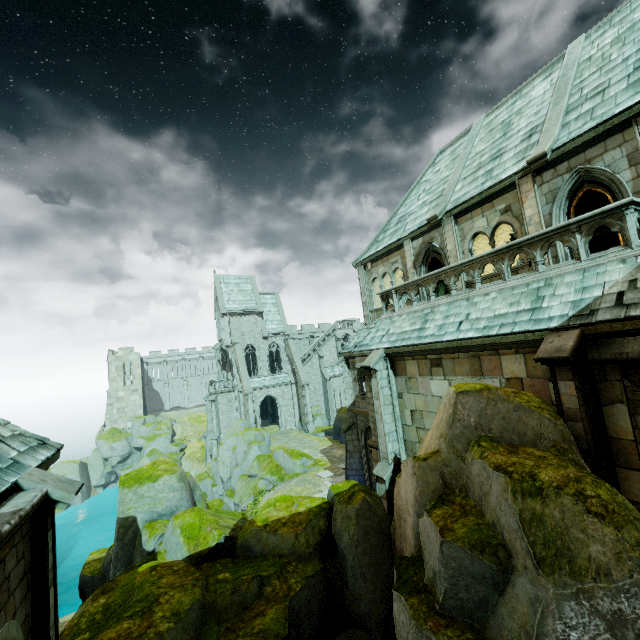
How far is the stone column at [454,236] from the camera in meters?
13.7

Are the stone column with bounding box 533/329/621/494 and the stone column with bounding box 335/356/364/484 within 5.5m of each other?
no

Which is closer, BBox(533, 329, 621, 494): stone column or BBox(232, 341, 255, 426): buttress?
BBox(533, 329, 621, 494): stone column

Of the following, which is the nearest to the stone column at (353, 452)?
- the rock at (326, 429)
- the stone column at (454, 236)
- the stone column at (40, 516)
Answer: the stone column at (454, 236)

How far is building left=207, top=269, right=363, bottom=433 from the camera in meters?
39.9 m

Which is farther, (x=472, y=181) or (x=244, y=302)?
(x=244, y=302)

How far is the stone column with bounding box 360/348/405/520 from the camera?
12.26m

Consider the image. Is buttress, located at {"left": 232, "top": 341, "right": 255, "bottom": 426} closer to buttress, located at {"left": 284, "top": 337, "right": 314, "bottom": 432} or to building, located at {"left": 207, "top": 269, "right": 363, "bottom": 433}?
building, located at {"left": 207, "top": 269, "right": 363, "bottom": 433}
